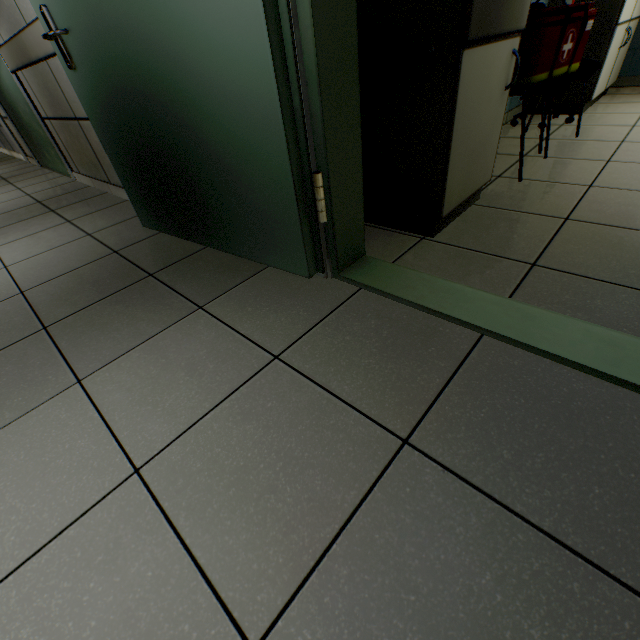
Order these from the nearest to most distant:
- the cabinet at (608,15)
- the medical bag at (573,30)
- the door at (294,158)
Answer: the door at (294,158), the medical bag at (573,30), the cabinet at (608,15)

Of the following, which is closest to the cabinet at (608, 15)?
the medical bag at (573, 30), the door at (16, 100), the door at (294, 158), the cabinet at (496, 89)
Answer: the medical bag at (573, 30)

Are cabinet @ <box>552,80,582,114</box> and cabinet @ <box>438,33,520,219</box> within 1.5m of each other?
no

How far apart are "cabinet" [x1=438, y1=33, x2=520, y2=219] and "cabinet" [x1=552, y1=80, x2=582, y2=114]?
2.3m

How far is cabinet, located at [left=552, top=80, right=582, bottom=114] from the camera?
3.0m

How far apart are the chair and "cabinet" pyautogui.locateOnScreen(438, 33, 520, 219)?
0.3 meters

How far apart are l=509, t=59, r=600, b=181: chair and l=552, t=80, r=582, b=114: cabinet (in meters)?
1.45

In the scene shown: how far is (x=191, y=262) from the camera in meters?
1.7 m
